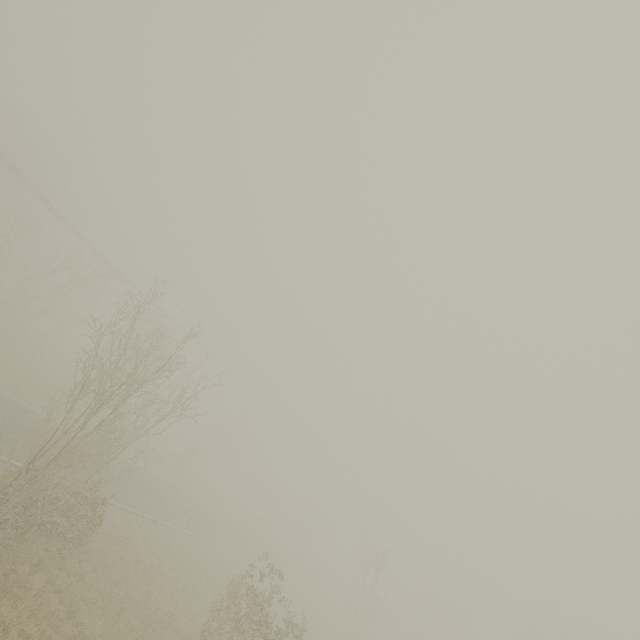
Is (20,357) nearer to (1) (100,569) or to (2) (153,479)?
(2) (153,479)
